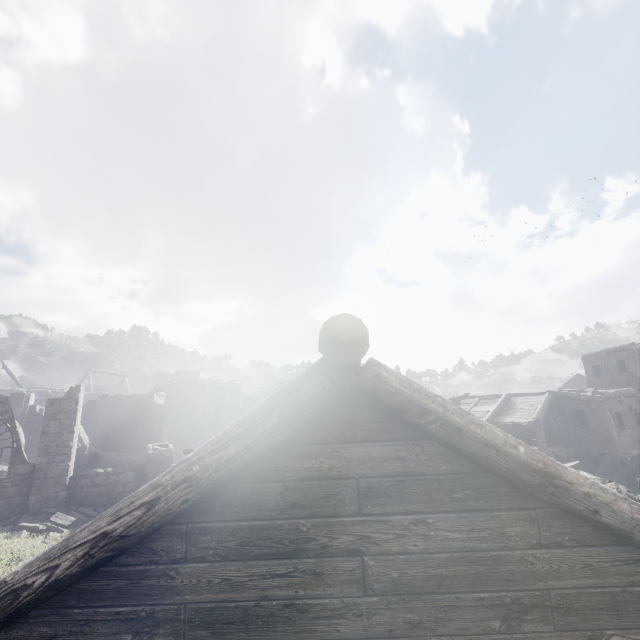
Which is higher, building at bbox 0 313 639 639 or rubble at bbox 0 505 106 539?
building at bbox 0 313 639 639

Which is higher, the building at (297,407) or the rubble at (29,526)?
the building at (297,407)

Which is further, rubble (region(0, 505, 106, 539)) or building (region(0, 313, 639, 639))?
rubble (region(0, 505, 106, 539))

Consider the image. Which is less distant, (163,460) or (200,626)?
(200,626)

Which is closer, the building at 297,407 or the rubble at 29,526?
Answer: the building at 297,407
